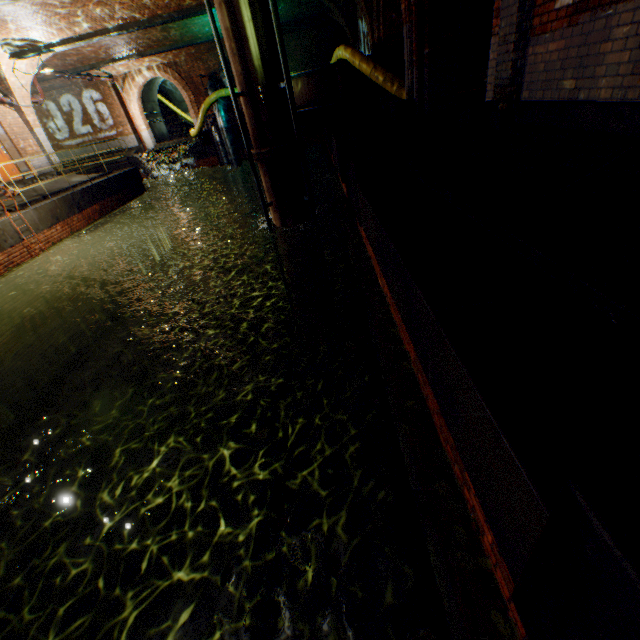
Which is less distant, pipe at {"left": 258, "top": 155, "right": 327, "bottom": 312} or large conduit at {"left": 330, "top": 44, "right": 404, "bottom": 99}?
pipe at {"left": 258, "top": 155, "right": 327, "bottom": 312}

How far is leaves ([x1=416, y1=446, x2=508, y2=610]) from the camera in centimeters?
187cm

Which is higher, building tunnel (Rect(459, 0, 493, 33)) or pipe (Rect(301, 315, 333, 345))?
building tunnel (Rect(459, 0, 493, 33))

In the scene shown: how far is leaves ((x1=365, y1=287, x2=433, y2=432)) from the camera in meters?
2.9 m

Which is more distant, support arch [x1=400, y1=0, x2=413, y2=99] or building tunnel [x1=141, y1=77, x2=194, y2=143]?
building tunnel [x1=141, y1=77, x2=194, y2=143]

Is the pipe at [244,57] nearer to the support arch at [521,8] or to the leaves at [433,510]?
the support arch at [521,8]

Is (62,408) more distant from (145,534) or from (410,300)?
(410,300)

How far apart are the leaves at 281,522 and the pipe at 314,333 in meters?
7.1 m
